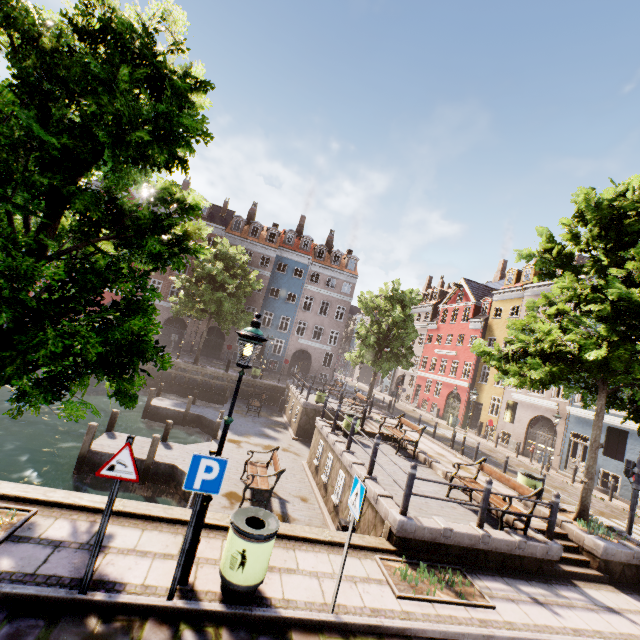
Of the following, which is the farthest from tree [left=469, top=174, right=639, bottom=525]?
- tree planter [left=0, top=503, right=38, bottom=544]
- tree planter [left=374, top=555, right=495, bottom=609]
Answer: tree planter [left=374, top=555, right=495, bottom=609]

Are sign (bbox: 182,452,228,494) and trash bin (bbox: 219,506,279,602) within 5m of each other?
yes

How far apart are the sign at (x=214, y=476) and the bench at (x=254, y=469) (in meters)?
6.00

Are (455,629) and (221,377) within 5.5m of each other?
no

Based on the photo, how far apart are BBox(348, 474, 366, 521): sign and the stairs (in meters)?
6.22

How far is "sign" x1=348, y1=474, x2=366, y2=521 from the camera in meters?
4.7

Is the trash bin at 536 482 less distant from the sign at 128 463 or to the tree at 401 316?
the tree at 401 316

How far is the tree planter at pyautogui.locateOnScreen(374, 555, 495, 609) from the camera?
5.6m
